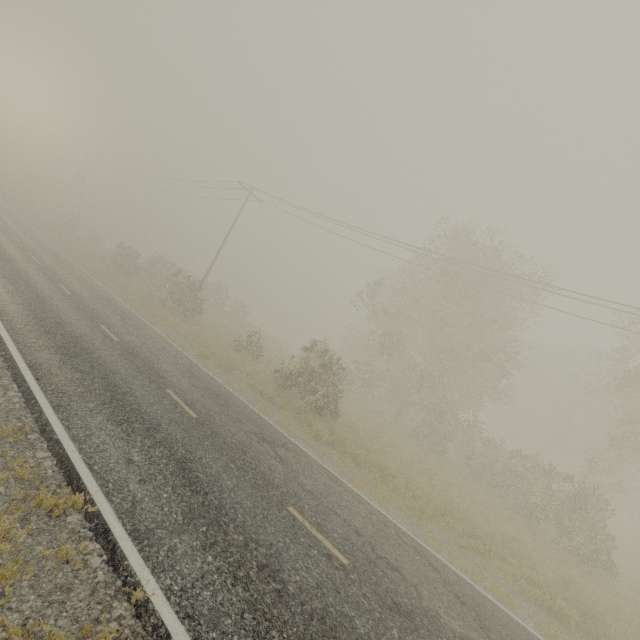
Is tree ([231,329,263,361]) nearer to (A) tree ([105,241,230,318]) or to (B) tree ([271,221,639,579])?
(A) tree ([105,241,230,318])

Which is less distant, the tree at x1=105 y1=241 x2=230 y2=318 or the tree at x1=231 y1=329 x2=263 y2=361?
the tree at x1=231 y1=329 x2=263 y2=361

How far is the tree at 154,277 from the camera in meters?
26.2 m

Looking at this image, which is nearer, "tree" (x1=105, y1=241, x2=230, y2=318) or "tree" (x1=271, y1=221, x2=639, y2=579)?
"tree" (x1=271, y1=221, x2=639, y2=579)

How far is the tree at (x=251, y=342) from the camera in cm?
2222

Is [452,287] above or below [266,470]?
above

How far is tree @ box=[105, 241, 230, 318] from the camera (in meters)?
26.23
